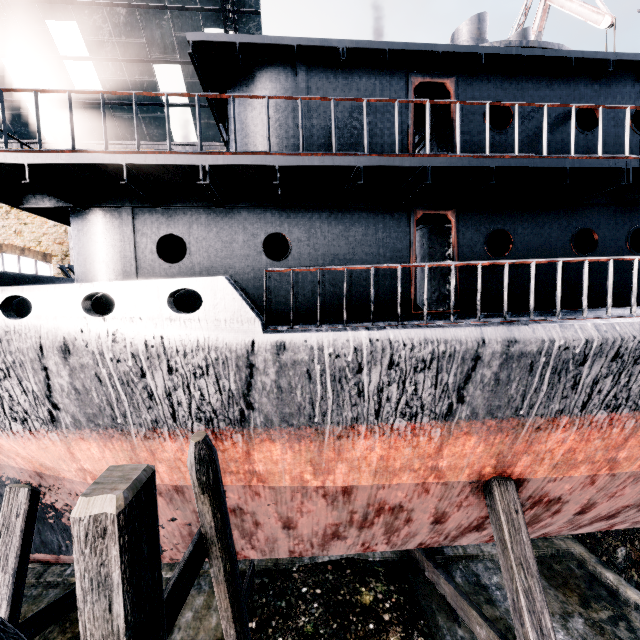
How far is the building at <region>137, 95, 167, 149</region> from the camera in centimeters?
2125cm

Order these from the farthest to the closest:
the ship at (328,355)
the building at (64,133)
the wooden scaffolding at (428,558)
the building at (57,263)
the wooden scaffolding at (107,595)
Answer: the building at (57,263) < the building at (64,133) < the wooden scaffolding at (428,558) < the ship at (328,355) < the wooden scaffolding at (107,595)

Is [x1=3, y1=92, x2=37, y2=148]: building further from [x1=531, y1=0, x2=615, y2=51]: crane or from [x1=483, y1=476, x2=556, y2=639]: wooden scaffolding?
[x1=531, y1=0, x2=615, y2=51]: crane

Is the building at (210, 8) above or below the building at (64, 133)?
above

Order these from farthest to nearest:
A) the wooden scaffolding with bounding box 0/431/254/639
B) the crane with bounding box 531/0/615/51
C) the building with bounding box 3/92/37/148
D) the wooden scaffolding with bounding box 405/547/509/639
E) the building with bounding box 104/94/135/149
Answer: the building with bounding box 104/94/135/149
the building with bounding box 3/92/37/148
the crane with bounding box 531/0/615/51
the wooden scaffolding with bounding box 405/547/509/639
the wooden scaffolding with bounding box 0/431/254/639

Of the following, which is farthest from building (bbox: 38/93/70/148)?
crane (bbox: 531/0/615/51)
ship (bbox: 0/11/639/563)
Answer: crane (bbox: 531/0/615/51)

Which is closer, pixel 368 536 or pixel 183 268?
pixel 183 268
